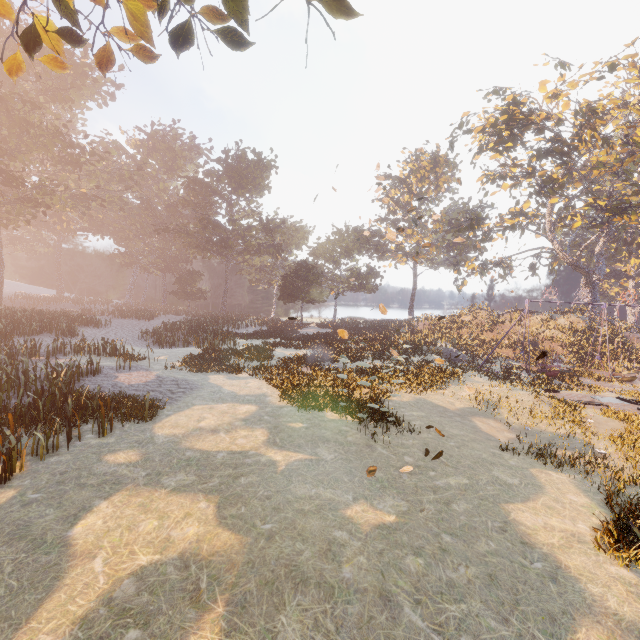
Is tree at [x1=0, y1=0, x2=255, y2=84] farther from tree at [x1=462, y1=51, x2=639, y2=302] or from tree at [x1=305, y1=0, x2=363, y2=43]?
tree at [x1=462, y1=51, x2=639, y2=302]

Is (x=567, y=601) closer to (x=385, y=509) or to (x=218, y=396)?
(x=385, y=509)

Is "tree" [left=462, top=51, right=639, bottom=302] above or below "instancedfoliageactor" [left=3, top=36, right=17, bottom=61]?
below

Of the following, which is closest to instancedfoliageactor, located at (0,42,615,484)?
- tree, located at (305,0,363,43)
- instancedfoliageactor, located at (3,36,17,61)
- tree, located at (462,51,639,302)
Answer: instancedfoliageactor, located at (3,36,17,61)

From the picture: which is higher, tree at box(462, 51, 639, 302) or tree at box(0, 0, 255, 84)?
tree at box(462, 51, 639, 302)

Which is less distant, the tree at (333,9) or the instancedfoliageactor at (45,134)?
the tree at (333,9)

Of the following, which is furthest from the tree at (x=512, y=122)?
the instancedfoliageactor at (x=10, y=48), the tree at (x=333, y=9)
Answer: the instancedfoliageactor at (x=10, y=48)

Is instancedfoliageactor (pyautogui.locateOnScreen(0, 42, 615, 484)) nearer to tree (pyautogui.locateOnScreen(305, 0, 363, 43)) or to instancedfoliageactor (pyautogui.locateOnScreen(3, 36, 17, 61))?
instancedfoliageactor (pyautogui.locateOnScreen(3, 36, 17, 61))
